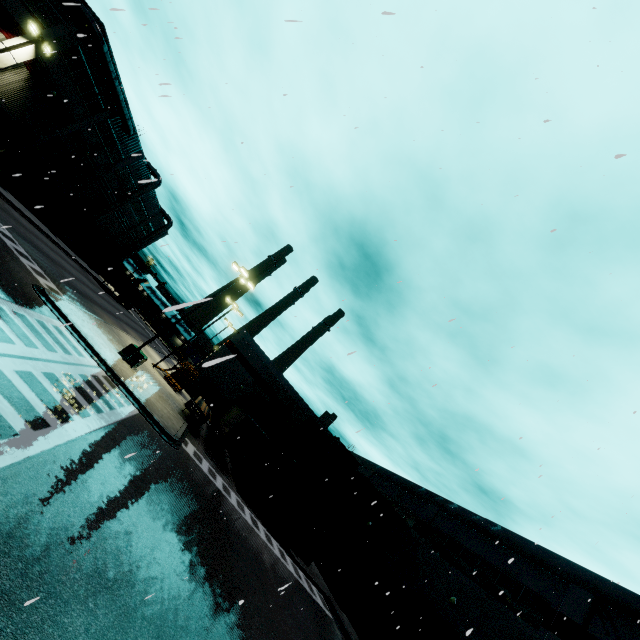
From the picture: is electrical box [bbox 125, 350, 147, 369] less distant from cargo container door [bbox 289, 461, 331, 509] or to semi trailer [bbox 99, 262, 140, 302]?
semi trailer [bbox 99, 262, 140, 302]

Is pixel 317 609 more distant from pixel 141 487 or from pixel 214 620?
pixel 141 487

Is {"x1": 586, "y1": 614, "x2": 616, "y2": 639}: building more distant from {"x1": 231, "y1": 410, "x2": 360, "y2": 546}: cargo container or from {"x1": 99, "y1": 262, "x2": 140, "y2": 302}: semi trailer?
{"x1": 231, "y1": 410, "x2": 360, "y2": 546}: cargo container

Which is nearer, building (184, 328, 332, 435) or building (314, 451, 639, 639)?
building (314, 451, 639, 639)

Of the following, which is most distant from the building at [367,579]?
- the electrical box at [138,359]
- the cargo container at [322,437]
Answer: the electrical box at [138,359]

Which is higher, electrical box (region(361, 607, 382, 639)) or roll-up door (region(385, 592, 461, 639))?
roll-up door (region(385, 592, 461, 639))

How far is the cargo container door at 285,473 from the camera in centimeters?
2296cm

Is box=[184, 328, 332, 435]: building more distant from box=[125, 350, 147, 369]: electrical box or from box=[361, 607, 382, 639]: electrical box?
box=[125, 350, 147, 369]: electrical box
